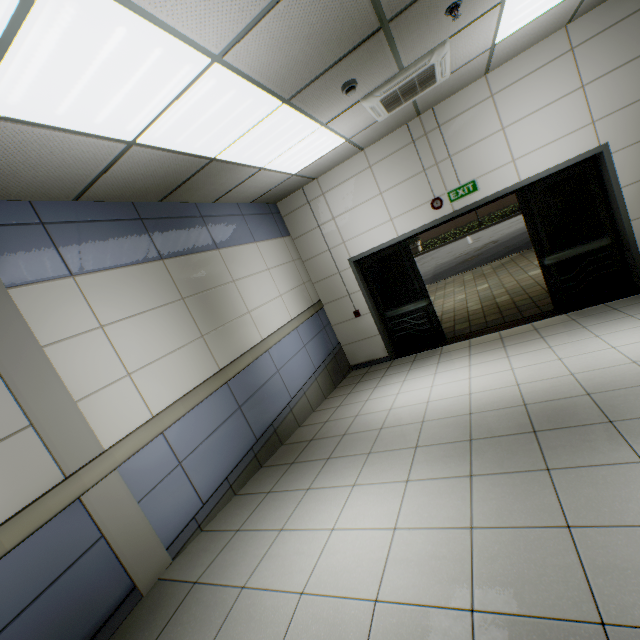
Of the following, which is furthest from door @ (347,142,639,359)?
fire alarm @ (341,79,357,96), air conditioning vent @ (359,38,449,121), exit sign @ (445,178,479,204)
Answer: fire alarm @ (341,79,357,96)

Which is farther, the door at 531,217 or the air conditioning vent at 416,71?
the door at 531,217

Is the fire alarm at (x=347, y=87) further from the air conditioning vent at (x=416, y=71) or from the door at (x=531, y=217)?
the door at (x=531, y=217)

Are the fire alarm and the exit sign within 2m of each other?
no

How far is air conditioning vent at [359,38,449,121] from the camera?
3.4m

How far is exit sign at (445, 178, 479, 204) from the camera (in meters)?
5.20

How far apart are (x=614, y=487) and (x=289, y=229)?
6.0 meters

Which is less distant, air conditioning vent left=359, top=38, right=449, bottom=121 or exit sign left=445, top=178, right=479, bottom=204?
air conditioning vent left=359, top=38, right=449, bottom=121
